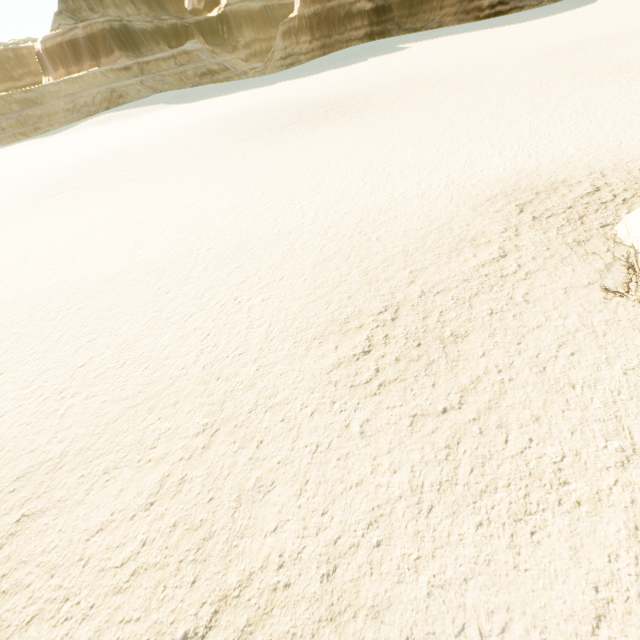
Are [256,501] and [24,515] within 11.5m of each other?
yes
